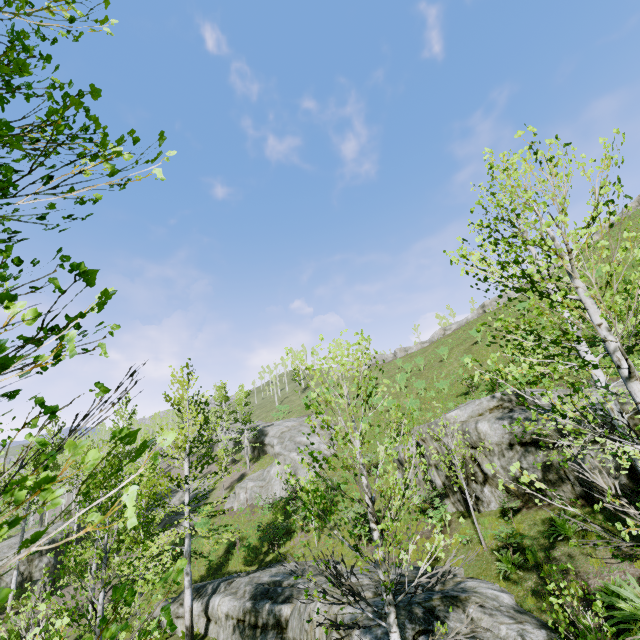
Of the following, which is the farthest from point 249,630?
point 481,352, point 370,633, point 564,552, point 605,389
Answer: point 481,352

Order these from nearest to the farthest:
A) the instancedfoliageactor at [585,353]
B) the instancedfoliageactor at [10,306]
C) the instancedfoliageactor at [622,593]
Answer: the instancedfoliageactor at [10,306] < the instancedfoliageactor at [585,353] < the instancedfoliageactor at [622,593]

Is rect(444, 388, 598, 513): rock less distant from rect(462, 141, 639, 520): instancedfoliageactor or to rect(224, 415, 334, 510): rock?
A: rect(462, 141, 639, 520): instancedfoliageactor

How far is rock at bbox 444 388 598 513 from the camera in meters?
10.9 m

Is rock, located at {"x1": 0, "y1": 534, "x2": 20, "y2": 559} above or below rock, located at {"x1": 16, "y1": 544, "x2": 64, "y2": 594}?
above

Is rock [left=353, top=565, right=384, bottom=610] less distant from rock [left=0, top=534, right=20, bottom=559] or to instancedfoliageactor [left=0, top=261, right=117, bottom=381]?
instancedfoliageactor [left=0, top=261, right=117, bottom=381]

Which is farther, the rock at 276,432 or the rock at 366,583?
the rock at 276,432

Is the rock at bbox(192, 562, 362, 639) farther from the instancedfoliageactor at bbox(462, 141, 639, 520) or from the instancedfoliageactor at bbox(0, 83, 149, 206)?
the instancedfoliageactor at bbox(0, 83, 149, 206)
